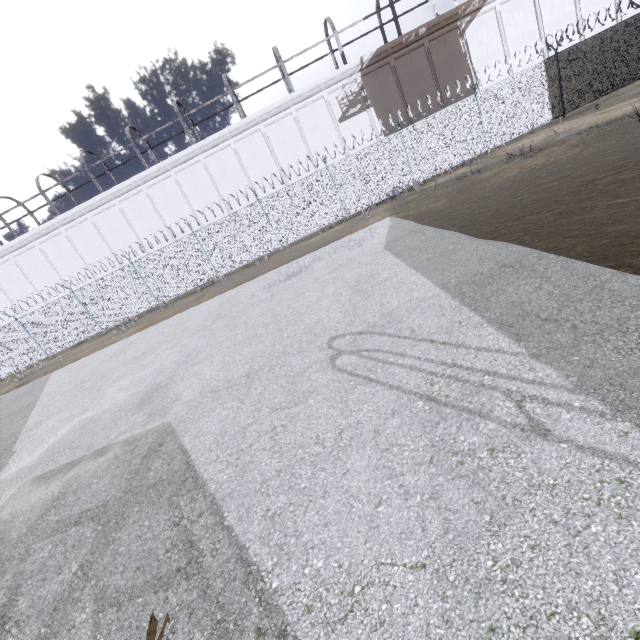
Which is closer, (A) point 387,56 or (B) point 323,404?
(B) point 323,404
